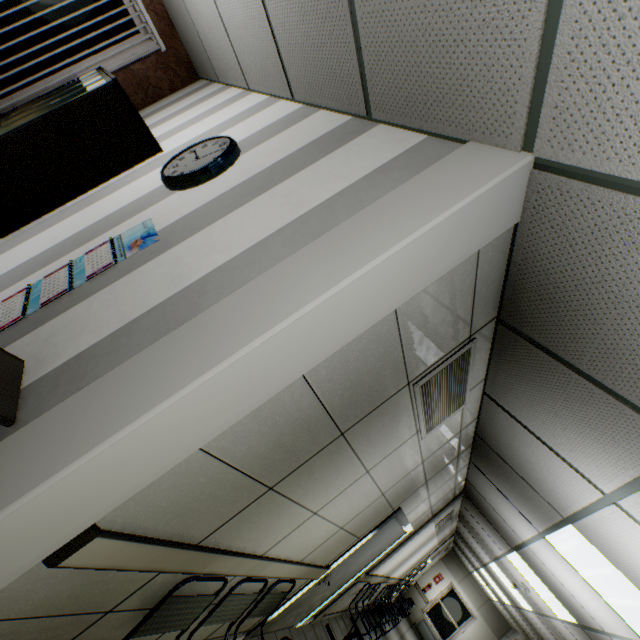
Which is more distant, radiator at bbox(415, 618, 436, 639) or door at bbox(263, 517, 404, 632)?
radiator at bbox(415, 618, 436, 639)

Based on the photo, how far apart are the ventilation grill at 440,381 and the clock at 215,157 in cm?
183

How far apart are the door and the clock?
4.0 meters

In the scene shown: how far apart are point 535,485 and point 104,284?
3.7m

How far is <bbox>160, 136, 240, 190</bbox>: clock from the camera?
2.1 meters

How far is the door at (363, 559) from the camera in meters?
3.7

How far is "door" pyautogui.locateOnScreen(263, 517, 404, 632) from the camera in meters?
3.7 m

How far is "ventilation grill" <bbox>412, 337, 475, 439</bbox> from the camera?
2.0m
